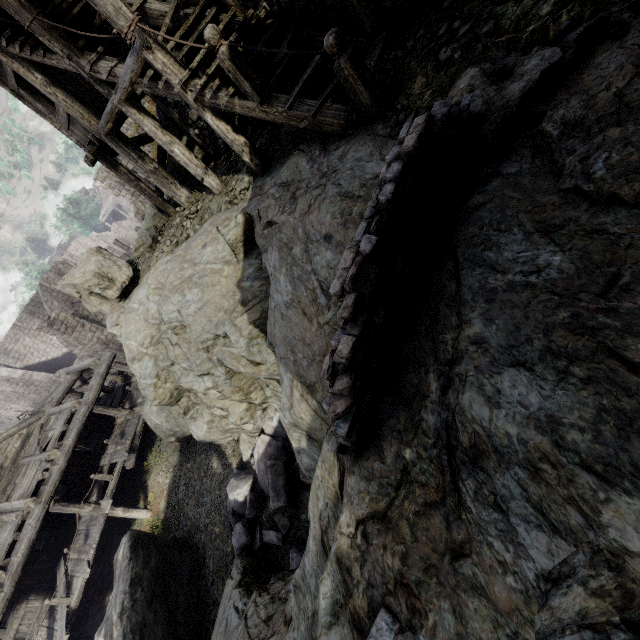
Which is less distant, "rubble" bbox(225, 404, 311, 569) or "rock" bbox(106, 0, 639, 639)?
"rock" bbox(106, 0, 639, 639)

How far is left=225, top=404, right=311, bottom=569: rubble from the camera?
7.88m

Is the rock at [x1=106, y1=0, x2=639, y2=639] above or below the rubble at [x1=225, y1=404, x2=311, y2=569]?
above

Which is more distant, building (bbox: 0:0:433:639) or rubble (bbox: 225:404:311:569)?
rubble (bbox: 225:404:311:569)

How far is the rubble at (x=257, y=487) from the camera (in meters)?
7.88

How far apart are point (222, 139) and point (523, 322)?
11.4m

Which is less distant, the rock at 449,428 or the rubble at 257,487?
the rock at 449,428

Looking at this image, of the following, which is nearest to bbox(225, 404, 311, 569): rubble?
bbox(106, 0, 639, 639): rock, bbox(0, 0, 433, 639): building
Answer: bbox(106, 0, 639, 639): rock
